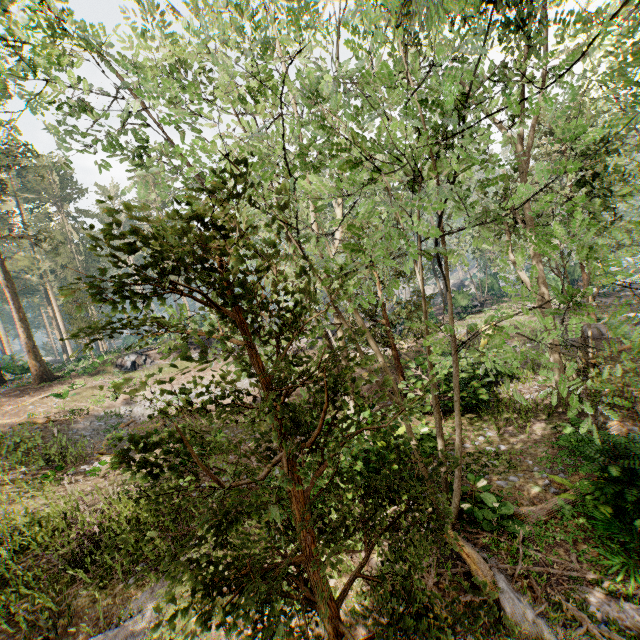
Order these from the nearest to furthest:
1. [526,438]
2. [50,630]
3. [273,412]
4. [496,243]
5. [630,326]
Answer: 1. [273,412]
2. [50,630]
3. [526,438]
4. [496,243]
5. [630,326]

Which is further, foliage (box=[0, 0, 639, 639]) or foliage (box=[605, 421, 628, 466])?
foliage (box=[605, 421, 628, 466])

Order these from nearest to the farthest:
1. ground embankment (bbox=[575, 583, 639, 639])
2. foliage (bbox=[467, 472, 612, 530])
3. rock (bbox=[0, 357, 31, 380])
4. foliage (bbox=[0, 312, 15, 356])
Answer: ground embankment (bbox=[575, 583, 639, 639]) < foliage (bbox=[467, 472, 612, 530]) < rock (bbox=[0, 357, 31, 380]) < foliage (bbox=[0, 312, 15, 356])

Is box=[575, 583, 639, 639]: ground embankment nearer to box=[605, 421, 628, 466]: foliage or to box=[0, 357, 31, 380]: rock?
box=[605, 421, 628, 466]: foliage

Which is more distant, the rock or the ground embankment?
the rock

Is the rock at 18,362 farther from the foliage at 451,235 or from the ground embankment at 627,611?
the ground embankment at 627,611

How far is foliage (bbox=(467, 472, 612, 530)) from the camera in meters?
6.9 m

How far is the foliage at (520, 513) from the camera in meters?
6.9 m
